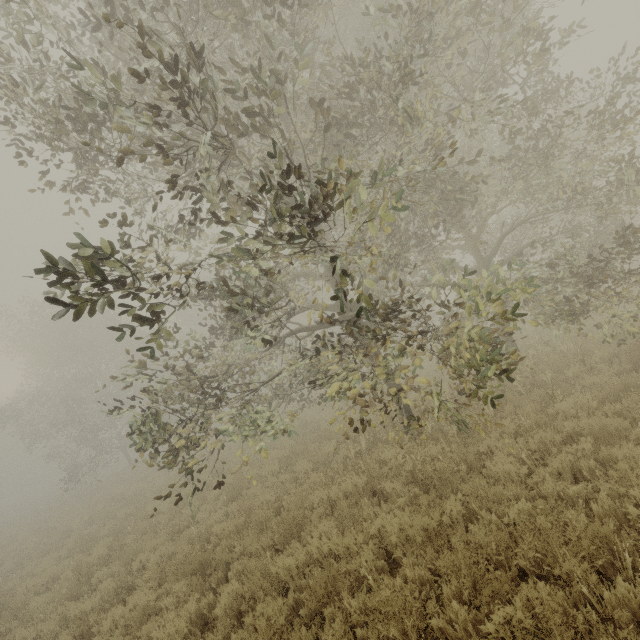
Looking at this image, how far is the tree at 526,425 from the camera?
6.0m

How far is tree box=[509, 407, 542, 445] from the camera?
6.0 meters

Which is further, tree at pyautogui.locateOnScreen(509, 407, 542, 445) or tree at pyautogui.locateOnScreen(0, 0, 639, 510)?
tree at pyautogui.locateOnScreen(509, 407, 542, 445)

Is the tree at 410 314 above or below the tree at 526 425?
above

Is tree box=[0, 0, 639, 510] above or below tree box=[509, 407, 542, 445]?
above

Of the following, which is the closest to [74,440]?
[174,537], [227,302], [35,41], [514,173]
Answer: [174,537]
